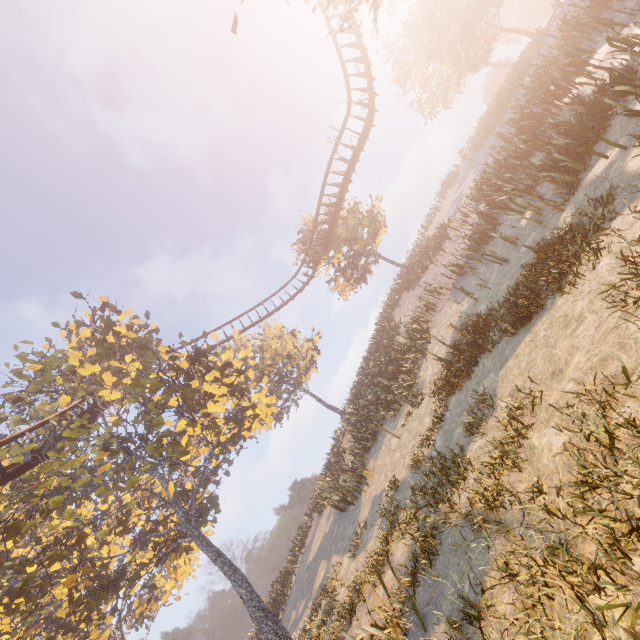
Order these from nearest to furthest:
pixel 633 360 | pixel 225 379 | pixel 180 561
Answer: pixel 633 360 → pixel 225 379 → pixel 180 561
